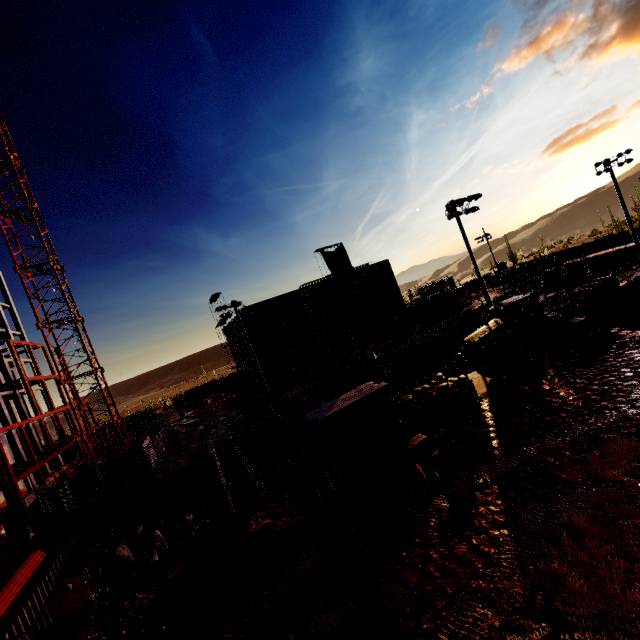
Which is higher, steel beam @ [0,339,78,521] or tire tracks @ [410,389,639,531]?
steel beam @ [0,339,78,521]

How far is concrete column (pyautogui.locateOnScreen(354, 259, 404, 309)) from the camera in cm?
4909

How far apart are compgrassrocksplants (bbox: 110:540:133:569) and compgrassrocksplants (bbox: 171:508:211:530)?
2.50m

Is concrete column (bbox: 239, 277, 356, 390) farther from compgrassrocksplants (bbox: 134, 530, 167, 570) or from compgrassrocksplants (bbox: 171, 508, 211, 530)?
compgrassrocksplants (bbox: 134, 530, 167, 570)

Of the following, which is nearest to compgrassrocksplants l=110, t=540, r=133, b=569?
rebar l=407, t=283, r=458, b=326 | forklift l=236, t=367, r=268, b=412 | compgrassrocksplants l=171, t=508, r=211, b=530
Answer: compgrassrocksplants l=171, t=508, r=211, b=530

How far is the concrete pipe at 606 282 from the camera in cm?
2578

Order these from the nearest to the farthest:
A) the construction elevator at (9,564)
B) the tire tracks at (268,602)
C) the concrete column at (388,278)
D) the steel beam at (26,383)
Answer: the tire tracks at (268,602) < the construction elevator at (9,564) < the steel beam at (26,383) < the concrete column at (388,278)

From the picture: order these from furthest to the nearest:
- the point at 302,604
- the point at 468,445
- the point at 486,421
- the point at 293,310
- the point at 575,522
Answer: the point at 293,310
the point at 486,421
the point at 468,445
the point at 302,604
the point at 575,522
